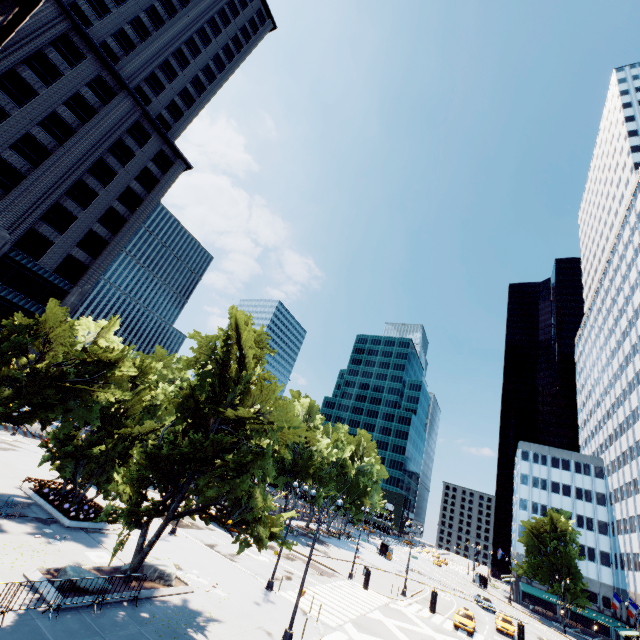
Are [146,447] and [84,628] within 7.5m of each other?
yes

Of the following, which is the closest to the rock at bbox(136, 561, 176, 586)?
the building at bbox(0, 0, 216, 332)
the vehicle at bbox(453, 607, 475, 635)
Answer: the building at bbox(0, 0, 216, 332)

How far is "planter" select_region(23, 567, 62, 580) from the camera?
14.0m

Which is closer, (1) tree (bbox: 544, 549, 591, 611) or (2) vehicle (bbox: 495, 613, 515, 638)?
(2) vehicle (bbox: 495, 613, 515, 638)

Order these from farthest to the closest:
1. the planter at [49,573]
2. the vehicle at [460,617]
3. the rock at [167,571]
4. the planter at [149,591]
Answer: the vehicle at [460,617] → the rock at [167,571] → the planter at [149,591] → the planter at [49,573]

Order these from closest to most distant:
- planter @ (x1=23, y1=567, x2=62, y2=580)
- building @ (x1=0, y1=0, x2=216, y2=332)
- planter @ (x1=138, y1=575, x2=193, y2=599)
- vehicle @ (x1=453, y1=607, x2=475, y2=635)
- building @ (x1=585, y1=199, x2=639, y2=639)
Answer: planter @ (x1=23, y1=567, x2=62, y2=580), planter @ (x1=138, y1=575, x2=193, y2=599), vehicle @ (x1=453, y1=607, x2=475, y2=635), building @ (x1=0, y1=0, x2=216, y2=332), building @ (x1=585, y1=199, x2=639, y2=639)

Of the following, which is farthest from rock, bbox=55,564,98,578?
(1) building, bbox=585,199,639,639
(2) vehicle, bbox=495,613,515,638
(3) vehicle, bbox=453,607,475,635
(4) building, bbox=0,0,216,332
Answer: (1) building, bbox=585,199,639,639

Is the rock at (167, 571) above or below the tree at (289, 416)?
below
